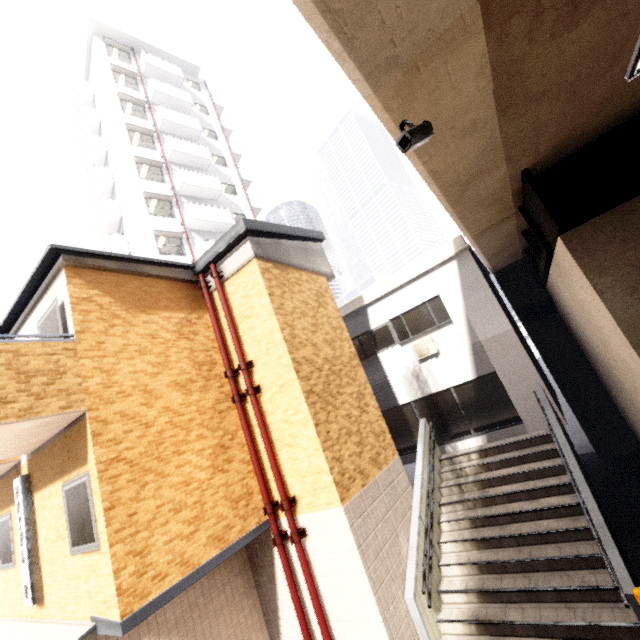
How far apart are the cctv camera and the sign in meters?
9.1 m

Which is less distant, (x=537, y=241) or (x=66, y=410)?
(x=66, y=410)

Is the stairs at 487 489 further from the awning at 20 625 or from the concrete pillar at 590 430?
the concrete pillar at 590 430

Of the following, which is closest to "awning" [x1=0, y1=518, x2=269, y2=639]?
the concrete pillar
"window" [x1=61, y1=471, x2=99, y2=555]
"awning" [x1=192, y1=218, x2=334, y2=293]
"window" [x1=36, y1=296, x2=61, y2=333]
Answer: "window" [x1=61, y1=471, x2=99, y2=555]

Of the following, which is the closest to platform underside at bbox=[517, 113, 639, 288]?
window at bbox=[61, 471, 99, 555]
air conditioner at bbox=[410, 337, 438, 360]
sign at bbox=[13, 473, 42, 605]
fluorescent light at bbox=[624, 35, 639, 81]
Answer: fluorescent light at bbox=[624, 35, 639, 81]

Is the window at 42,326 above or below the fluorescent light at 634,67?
above

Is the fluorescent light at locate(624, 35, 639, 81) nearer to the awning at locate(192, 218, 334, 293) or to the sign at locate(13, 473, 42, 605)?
the awning at locate(192, 218, 334, 293)

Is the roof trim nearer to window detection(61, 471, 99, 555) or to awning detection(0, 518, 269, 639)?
awning detection(0, 518, 269, 639)
